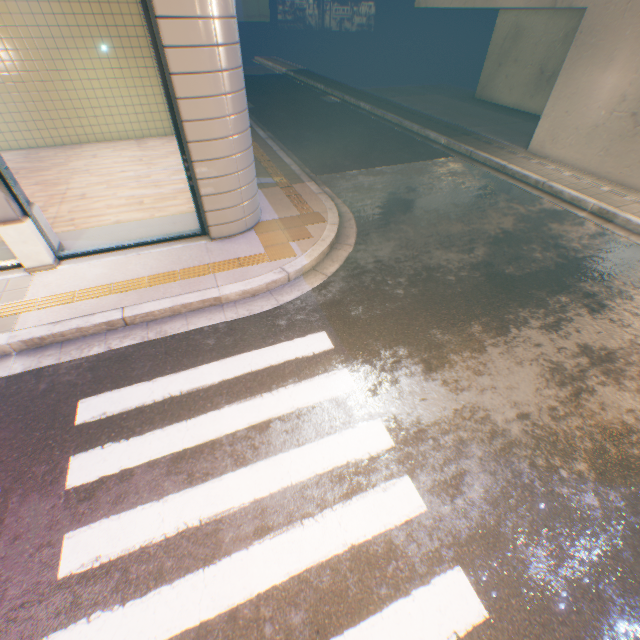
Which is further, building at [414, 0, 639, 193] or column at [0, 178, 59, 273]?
building at [414, 0, 639, 193]

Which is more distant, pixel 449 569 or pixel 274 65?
pixel 274 65

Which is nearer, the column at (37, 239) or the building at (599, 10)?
the column at (37, 239)
